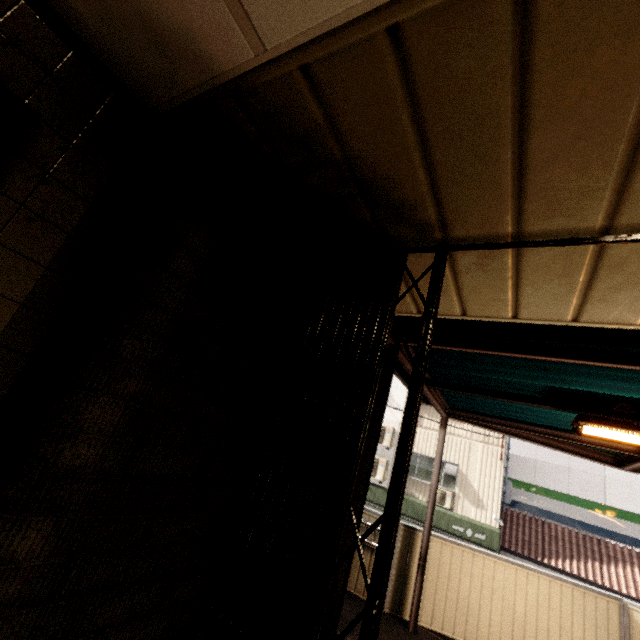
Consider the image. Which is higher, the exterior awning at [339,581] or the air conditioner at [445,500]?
the air conditioner at [445,500]

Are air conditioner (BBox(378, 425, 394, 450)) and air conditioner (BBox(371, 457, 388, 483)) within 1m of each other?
yes

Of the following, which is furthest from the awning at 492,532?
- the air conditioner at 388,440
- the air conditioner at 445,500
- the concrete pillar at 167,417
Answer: the concrete pillar at 167,417

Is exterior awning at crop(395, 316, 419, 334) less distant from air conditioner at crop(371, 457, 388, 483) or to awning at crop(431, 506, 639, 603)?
awning at crop(431, 506, 639, 603)

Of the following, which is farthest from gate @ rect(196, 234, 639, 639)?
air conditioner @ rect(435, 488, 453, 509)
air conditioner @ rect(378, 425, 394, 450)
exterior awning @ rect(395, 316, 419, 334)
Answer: air conditioner @ rect(378, 425, 394, 450)

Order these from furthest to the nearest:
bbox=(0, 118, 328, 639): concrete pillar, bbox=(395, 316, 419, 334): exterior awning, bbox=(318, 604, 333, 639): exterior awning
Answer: bbox=(395, 316, 419, 334): exterior awning, bbox=(318, 604, 333, 639): exterior awning, bbox=(0, 118, 328, 639): concrete pillar

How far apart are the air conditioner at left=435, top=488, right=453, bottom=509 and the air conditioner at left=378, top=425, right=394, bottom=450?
2.02m

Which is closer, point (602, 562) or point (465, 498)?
point (602, 562)
